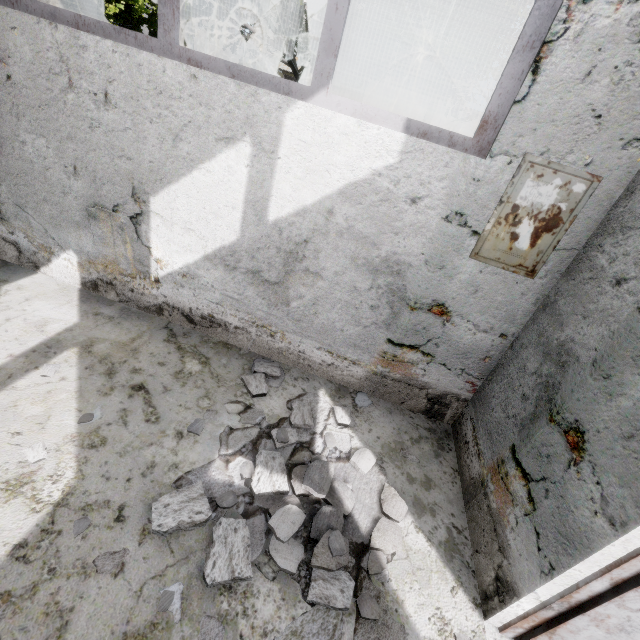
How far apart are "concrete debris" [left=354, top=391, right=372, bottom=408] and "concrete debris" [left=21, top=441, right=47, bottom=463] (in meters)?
2.77

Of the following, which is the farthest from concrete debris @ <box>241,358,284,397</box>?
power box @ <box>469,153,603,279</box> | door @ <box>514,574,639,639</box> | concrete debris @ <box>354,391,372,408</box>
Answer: power box @ <box>469,153,603,279</box>

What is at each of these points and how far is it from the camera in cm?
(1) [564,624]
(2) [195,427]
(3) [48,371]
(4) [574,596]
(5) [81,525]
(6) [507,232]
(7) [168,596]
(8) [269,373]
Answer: (1) door, 188
(2) concrete debris, 281
(3) concrete debris, 289
(4) door frame, 180
(5) concrete debris, 205
(6) power box, 263
(7) concrete debris, 188
(8) concrete debris, 355

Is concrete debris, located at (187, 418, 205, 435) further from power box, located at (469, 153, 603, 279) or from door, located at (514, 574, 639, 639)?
power box, located at (469, 153, 603, 279)

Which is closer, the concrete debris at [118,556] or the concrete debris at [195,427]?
the concrete debris at [118,556]

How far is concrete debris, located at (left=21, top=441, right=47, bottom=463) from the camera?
2.28m

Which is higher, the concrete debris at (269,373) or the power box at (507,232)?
the power box at (507,232)

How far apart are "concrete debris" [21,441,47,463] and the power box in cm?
372
